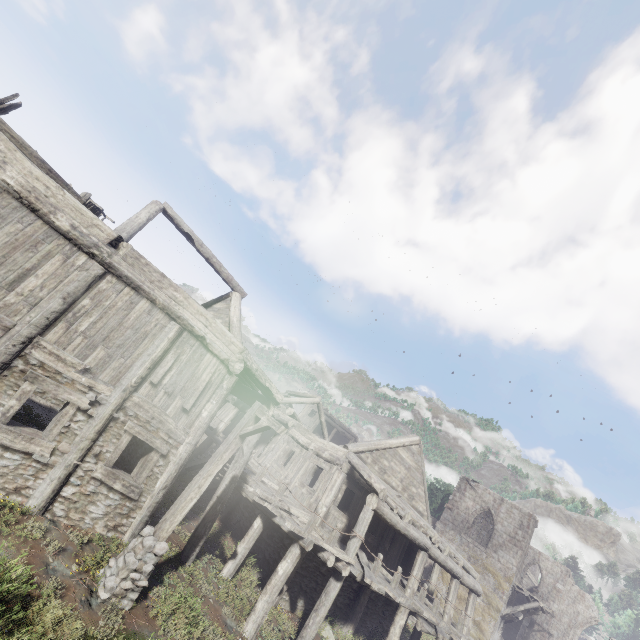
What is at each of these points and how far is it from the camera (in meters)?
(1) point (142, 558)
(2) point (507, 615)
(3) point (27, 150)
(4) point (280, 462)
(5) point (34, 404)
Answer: (1) wooden lamp post, 6.79
(2) wooden plank rubble, 22.97
(3) broken furniture, 7.00
(4) building, 16.44
(5) building base, 13.37

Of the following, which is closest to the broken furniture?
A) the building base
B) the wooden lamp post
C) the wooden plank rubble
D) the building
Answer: the building

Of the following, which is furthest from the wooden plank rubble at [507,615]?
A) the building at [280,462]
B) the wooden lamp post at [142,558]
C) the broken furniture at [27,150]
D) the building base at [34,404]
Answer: the broken furniture at [27,150]

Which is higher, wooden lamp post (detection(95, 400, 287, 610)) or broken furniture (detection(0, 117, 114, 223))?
broken furniture (detection(0, 117, 114, 223))

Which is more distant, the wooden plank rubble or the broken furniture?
the wooden plank rubble

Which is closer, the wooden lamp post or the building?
the wooden lamp post

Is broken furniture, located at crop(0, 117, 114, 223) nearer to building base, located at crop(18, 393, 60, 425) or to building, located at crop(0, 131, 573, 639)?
building, located at crop(0, 131, 573, 639)

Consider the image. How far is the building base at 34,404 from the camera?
12.1 meters
